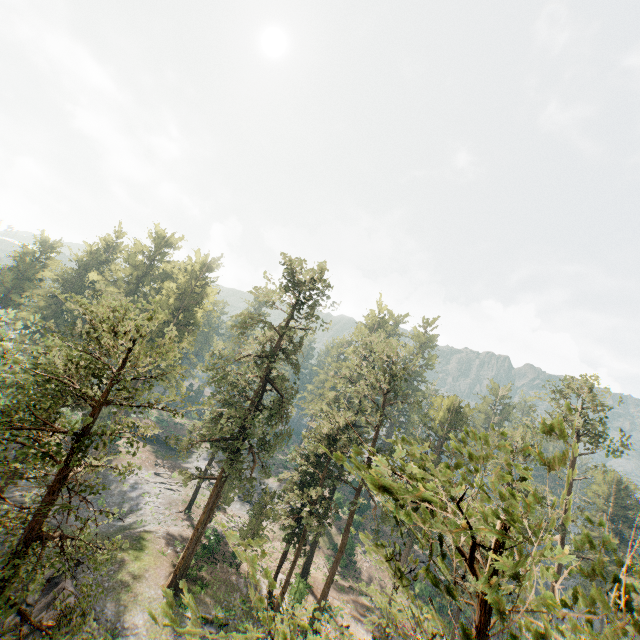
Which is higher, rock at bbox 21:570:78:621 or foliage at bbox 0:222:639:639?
foliage at bbox 0:222:639:639

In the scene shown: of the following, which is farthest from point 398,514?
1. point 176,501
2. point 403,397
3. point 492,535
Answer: point 176,501

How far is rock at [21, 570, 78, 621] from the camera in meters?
21.6

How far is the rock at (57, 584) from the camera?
21.58m

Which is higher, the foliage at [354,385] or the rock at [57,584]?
the foliage at [354,385]

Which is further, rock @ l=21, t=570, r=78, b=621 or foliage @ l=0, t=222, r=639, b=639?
rock @ l=21, t=570, r=78, b=621
